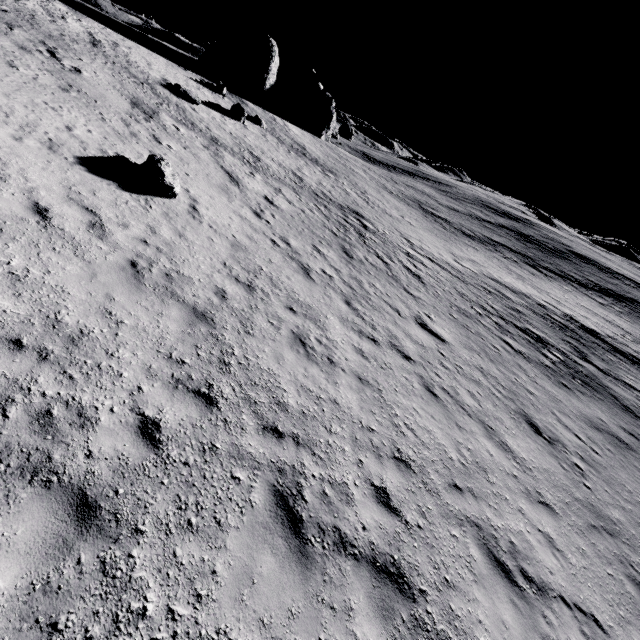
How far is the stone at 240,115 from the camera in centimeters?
2712cm

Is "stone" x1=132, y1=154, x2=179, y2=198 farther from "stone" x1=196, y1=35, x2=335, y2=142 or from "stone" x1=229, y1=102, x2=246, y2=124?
"stone" x1=196, y1=35, x2=335, y2=142

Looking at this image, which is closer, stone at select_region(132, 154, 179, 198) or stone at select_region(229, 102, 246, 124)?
stone at select_region(132, 154, 179, 198)

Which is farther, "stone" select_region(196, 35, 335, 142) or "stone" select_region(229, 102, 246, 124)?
"stone" select_region(196, 35, 335, 142)

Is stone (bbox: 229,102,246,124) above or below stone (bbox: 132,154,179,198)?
above

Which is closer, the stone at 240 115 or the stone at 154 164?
the stone at 154 164

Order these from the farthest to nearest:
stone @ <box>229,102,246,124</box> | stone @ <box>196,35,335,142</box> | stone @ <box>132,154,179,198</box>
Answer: stone @ <box>196,35,335,142</box> < stone @ <box>229,102,246,124</box> < stone @ <box>132,154,179,198</box>

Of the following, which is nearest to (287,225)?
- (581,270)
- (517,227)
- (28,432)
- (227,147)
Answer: (227,147)
